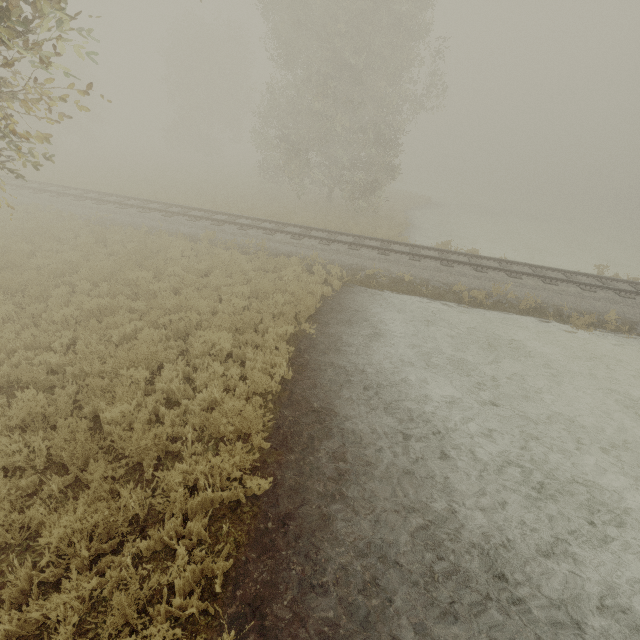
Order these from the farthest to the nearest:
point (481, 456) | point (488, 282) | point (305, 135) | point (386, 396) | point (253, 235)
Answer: point (305, 135) < point (253, 235) < point (488, 282) < point (386, 396) < point (481, 456)
